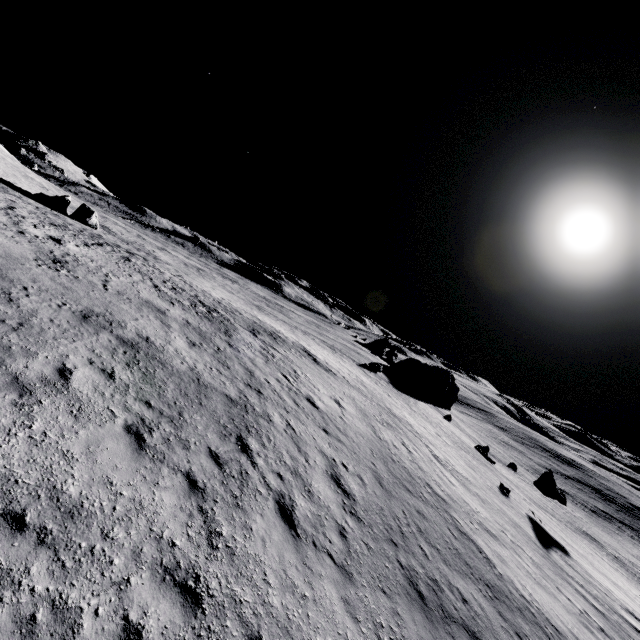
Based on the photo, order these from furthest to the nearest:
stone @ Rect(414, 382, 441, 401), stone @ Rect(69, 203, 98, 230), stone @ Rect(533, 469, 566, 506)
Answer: stone @ Rect(414, 382, 441, 401) → stone @ Rect(69, 203, 98, 230) → stone @ Rect(533, 469, 566, 506)

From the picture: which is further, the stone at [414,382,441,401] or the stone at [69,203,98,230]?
the stone at [414,382,441,401]

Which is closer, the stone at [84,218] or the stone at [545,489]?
the stone at [545,489]

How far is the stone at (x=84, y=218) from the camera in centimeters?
3594cm

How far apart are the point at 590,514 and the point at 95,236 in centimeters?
7922cm

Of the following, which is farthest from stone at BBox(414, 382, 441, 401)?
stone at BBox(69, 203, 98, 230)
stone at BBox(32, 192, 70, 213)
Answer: stone at BBox(32, 192, 70, 213)

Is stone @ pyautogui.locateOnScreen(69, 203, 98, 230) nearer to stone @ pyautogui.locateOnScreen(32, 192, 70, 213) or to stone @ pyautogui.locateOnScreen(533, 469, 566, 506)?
stone @ pyautogui.locateOnScreen(32, 192, 70, 213)
